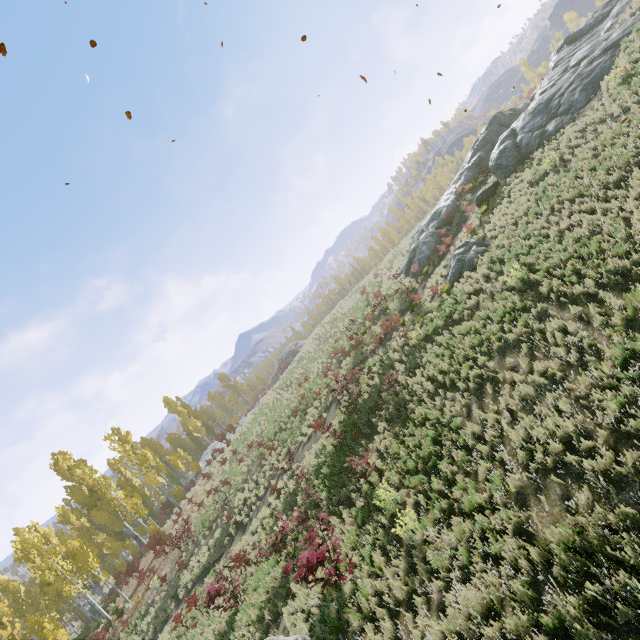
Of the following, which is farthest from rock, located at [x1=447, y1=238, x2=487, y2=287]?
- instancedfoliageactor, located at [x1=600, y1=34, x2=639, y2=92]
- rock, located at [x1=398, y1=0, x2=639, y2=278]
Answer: instancedfoliageactor, located at [x1=600, y1=34, x2=639, y2=92]

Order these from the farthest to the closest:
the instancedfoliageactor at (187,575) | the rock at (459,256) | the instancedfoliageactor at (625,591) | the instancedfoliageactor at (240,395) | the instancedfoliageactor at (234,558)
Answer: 1. the instancedfoliageactor at (240,395)
2. the rock at (459,256)
3. the instancedfoliageactor at (187,575)
4. the instancedfoliageactor at (234,558)
5. the instancedfoliageactor at (625,591)

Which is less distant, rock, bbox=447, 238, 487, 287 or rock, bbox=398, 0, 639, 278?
rock, bbox=447, 238, 487, 287

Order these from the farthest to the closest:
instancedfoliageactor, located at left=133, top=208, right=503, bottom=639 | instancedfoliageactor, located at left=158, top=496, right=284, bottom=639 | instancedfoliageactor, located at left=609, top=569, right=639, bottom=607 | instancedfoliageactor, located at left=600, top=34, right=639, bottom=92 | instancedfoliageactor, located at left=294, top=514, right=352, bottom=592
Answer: instancedfoliageactor, located at left=133, top=208, right=503, bottom=639 < instancedfoliageactor, located at left=600, top=34, right=639, bottom=92 < instancedfoliageactor, located at left=158, top=496, right=284, bottom=639 < instancedfoliageactor, located at left=294, top=514, right=352, bottom=592 < instancedfoliageactor, located at left=609, top=569, right=639, bottom=607

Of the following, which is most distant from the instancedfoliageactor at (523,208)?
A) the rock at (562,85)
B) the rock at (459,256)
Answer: the rock at (459,256)

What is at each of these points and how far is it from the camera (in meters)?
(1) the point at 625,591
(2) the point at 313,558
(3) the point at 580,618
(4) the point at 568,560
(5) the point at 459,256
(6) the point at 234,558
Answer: (1) instancedfoliageactor, 4.82
(2) instancedfoliageactor, 8.76
(3) instancedfoliageactor, 4.98
(4) instancedfoliageactor, 5.65
(5) rock, 17.58
(6) instancedfoliageactor, 15.02

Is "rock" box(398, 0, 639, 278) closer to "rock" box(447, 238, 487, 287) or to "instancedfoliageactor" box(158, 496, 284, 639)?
"rock" box(447, 238, 487, 287)
